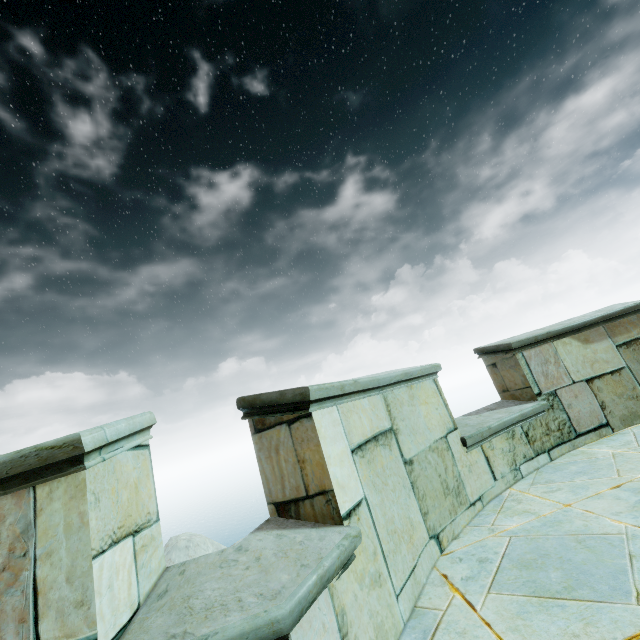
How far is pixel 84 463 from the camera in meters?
1.3
